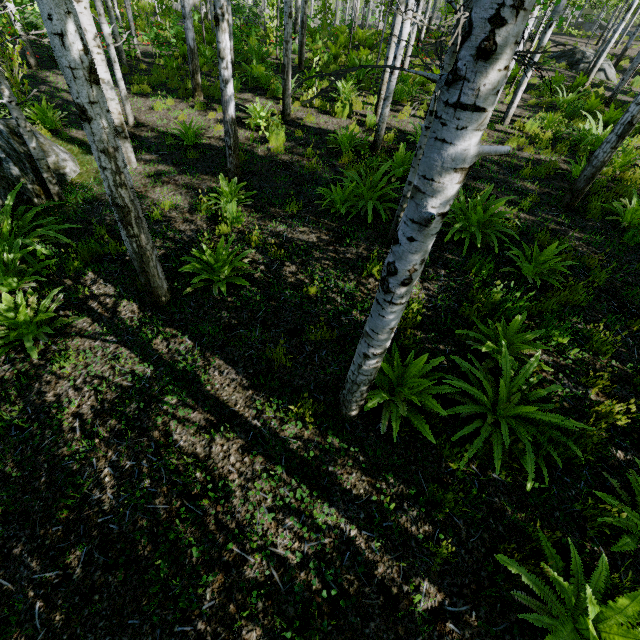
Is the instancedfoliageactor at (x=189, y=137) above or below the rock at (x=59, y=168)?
above

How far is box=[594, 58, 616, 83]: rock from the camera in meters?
15.4 m

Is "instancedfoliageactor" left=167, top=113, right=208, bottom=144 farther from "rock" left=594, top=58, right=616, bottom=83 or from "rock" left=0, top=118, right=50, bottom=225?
"rock" left=594, top=58, right=616, bottom=83

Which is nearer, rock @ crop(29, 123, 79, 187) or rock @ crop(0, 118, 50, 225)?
rock @ crop(0, 118, 50, 225)

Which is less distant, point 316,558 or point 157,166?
point 316,558

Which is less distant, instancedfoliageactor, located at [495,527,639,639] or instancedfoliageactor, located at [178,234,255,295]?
instancedfoliageactor, located at [495,527,639,639]

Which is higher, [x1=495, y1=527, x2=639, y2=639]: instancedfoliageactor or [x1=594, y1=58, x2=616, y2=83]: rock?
[x1=594, y1=58, x2=616, y2=83]: rock

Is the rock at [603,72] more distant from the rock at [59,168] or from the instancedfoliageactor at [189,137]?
the rock at [59,168]
